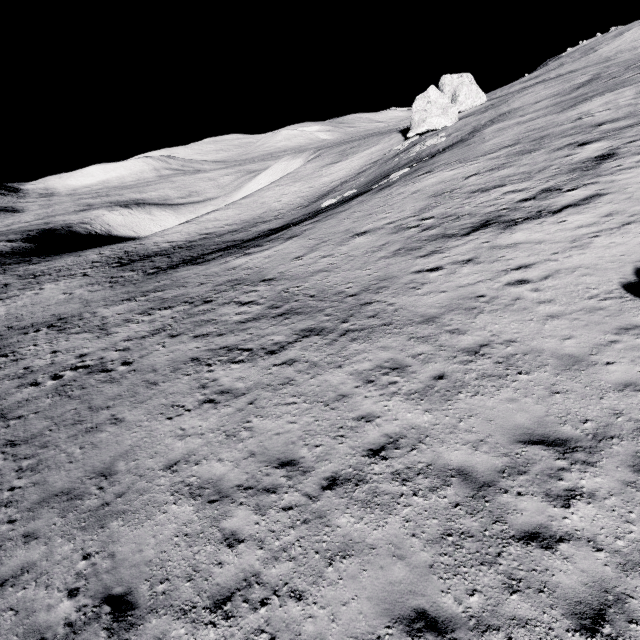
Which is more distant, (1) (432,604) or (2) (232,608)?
(2) (232,608)
